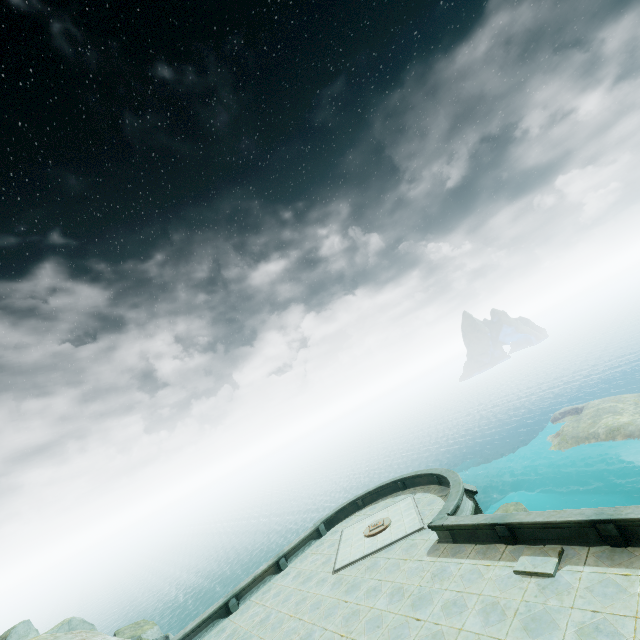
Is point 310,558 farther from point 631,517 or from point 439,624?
point 631,517

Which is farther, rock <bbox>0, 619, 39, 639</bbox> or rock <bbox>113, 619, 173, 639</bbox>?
rock <bbox>113, 619, 173, 639</bbox>

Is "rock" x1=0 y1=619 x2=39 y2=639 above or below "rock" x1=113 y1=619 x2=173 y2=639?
above

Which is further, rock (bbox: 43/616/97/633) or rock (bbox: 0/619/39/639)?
rock (bbox: 43/616/97/633)

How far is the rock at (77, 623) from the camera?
19.4 meters

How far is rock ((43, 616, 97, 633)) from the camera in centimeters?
1939cm

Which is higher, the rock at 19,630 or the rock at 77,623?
the rock at 19,630
